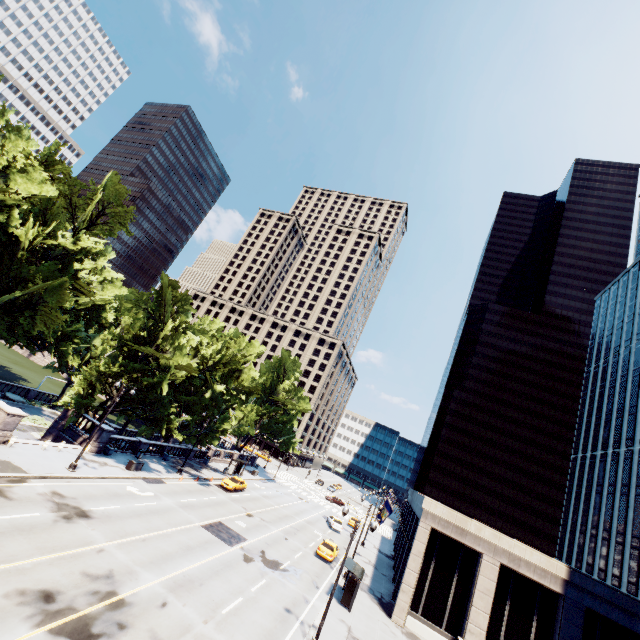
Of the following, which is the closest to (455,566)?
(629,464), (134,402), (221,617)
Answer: (221,617)

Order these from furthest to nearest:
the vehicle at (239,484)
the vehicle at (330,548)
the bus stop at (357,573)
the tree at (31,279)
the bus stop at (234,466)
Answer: the bus stop at (234,466) < the vehicle at (239,484) < the vehicle at (330,548) < the tree at (31,279) < the bus stop at (357,573)

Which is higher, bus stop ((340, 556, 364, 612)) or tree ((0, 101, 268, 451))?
tree ((0, 101, 268, 451))

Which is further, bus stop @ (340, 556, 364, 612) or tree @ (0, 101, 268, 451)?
tree @ (0, 101, 268, 451)

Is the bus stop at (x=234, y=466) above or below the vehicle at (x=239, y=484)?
above

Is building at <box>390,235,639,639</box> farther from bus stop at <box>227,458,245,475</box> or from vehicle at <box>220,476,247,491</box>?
bus stop at <box>227,458,245,475</box>

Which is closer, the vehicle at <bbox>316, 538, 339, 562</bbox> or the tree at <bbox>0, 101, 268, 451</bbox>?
the tree at <bbox>0, 101, 268, 451</bbox>

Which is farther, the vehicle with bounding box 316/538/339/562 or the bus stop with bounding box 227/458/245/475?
the bus stop with bounding box 227/458/245/475
